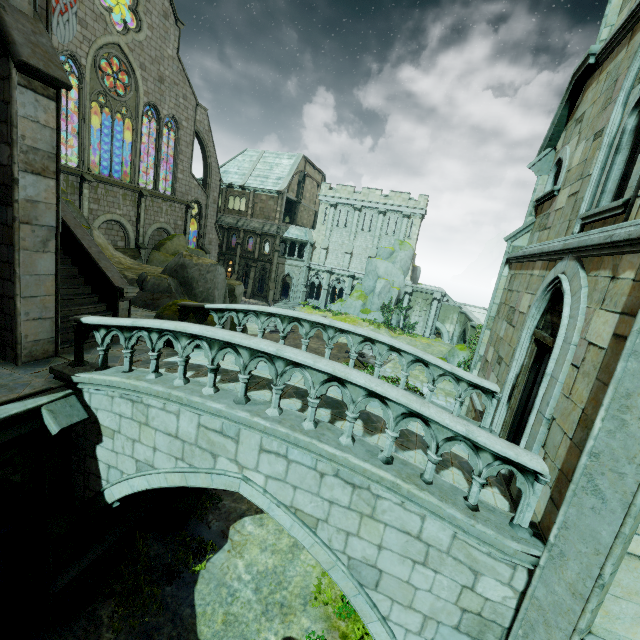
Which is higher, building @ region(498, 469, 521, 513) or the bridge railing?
the bridge railing

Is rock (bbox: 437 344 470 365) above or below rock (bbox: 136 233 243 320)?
below

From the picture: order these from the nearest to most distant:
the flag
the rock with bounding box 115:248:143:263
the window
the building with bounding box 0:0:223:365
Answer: the building with bounding box 0:0:223:365 < the flag < the rock with bounding box 115:248:143:263 < the window

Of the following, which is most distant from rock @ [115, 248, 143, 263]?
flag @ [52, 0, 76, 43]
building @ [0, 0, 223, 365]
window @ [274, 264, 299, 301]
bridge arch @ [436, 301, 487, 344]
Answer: bridge arch @ [436, 301, 487, 344]

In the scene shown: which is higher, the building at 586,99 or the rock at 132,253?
the rock at 132,253

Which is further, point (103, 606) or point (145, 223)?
point (145, 223)

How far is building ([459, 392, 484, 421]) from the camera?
9.1 meters

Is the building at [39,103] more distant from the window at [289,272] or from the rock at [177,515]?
the window at [289,272]
